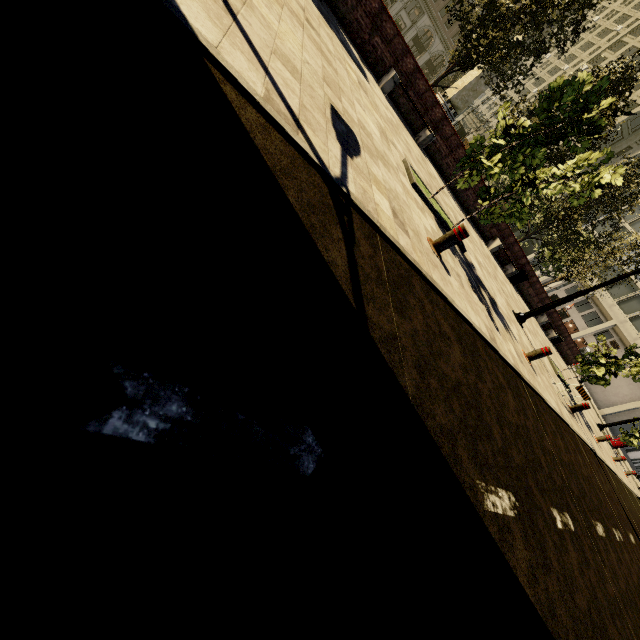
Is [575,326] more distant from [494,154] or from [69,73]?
[69,73]

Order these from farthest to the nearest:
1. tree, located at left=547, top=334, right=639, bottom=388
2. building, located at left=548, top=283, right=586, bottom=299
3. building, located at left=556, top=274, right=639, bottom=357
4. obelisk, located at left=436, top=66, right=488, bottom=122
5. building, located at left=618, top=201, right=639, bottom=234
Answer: building, located at left=548, top=283, right=586, bottom=299 < building, located at left=618, top=201, right=639, bottom=234 < building, located at left=556, top=274, right=639, bottom=357 < obelisk, located at left=436, top=66, right=488, bottom=122 < tree, located at left=547, top=334, right=639, bottom=388

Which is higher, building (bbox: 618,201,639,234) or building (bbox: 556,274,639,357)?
building (bbox: 618,201,639,234)

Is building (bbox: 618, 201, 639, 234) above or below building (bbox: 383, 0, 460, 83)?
above

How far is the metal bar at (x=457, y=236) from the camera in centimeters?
497cm

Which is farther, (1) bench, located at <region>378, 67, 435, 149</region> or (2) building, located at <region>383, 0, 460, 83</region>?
(2) building, located at <region>383, 0, 460, 83</region>

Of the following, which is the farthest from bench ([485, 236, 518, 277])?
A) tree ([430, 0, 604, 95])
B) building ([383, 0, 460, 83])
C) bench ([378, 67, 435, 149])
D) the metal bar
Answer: building ([383, 0, 460, 83])

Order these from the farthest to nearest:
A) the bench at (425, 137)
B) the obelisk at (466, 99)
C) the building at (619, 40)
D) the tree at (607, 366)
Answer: the building at (619, 40) → the obelisk at (466, 99) → the tree at (607, 366) → the bench at (425, 137)
